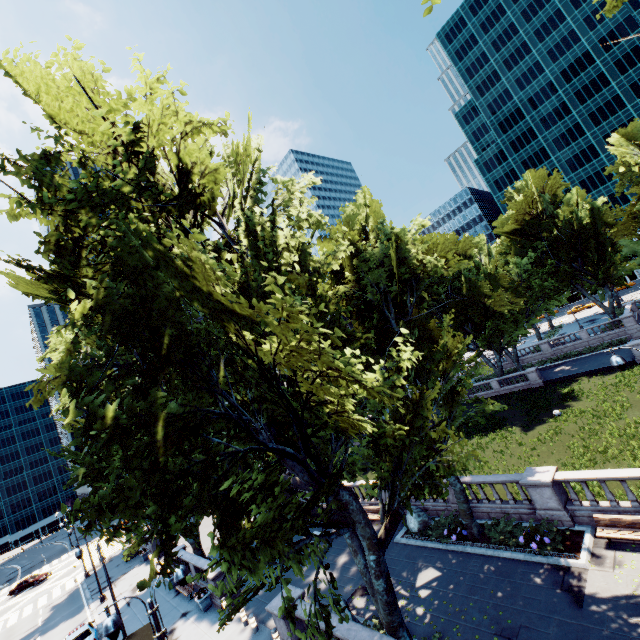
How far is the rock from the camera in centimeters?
1883cm

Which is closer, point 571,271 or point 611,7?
point 611,7

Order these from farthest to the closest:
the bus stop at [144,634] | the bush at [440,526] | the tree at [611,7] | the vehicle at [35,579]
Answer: the vehicle at [35,579], the bush at [440,526], the bus stop at [144,634], the tree at [611,7]

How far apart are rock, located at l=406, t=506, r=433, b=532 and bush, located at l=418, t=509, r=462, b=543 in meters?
0.0 m

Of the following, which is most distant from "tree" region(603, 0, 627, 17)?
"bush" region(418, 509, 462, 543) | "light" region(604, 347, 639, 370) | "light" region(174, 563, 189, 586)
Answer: "light" region(604, 347, 639, 370)

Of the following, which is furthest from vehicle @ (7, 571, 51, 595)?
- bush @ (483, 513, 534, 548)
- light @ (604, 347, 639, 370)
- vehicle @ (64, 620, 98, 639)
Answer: light @ (604, 347, 639, 370)

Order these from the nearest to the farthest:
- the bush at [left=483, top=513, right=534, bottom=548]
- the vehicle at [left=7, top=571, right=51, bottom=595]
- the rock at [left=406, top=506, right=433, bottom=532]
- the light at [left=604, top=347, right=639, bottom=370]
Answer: the light at [left=604, top=347, right=639, bottom=370]
the bush at [left=483, top=513, right=534, bottom=548]
the rock at [left=406, top=506, right=433, bottom=532]
the vehicle at [left=7, top=571, right=51, bottom=595]

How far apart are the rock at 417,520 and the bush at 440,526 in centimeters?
1cm
